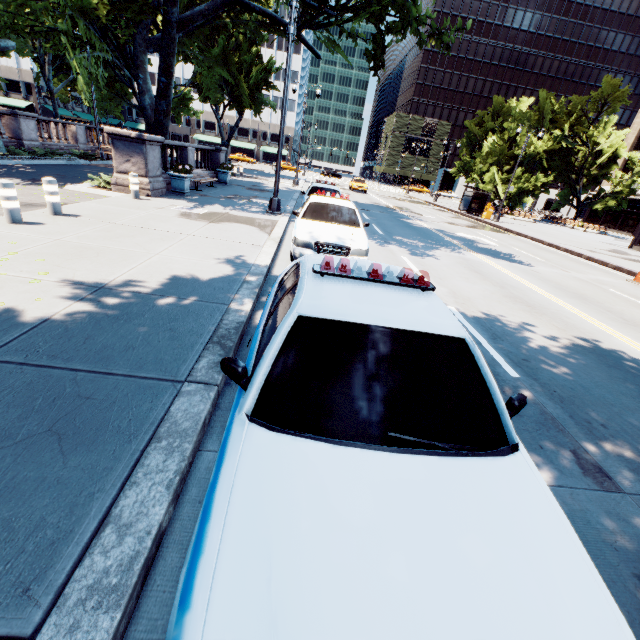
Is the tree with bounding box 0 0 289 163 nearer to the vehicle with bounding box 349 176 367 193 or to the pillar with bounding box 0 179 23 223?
the pillar with bounding box 0 179 23 223

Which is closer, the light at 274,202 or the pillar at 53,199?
the pillar at 53,199

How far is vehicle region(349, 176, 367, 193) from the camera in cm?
3703

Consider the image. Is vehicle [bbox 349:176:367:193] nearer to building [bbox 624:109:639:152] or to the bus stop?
the bus stop

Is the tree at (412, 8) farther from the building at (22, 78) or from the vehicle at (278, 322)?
the vehicle at (278, 322)

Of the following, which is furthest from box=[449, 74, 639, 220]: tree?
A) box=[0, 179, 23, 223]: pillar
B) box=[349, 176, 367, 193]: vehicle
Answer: box=[349, 176, 367, 193]: vehicle

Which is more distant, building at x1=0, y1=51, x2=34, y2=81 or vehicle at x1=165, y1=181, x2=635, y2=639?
building at x1=0, y1=51, x2=34, y2=81

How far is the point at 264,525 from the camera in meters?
1.3 m
